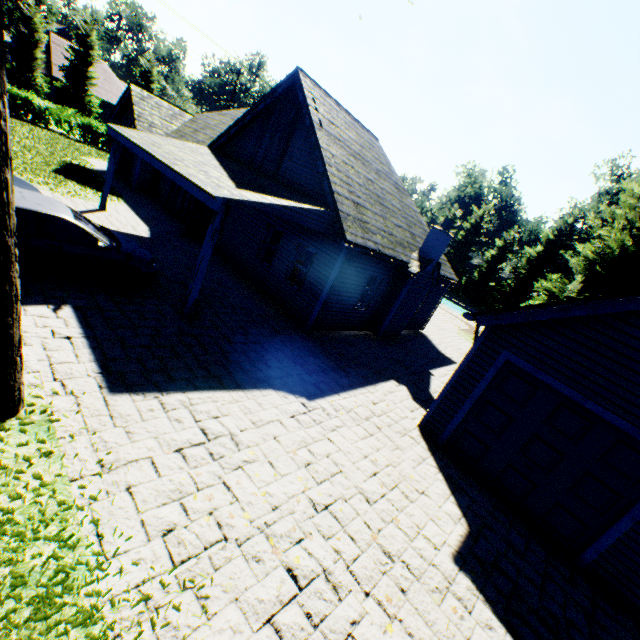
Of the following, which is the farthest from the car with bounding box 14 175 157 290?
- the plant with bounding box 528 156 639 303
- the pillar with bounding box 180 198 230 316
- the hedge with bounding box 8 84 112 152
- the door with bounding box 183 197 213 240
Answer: the plant with bounding box 528 156 639 303

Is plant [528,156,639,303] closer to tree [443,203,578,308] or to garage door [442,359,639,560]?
tree [443,203,578,308]

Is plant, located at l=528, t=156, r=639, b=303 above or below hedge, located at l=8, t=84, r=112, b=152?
above

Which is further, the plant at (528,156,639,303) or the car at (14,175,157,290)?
the plant at (528,156,639,303)

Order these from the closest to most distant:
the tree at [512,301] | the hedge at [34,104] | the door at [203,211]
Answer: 1. the door at [203,211]
2. the hedge at [34,104]
3. the tree at [512,301]

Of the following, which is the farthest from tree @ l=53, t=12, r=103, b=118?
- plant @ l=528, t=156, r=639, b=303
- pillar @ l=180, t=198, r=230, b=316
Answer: pillar @ l=180, t=198, r=230, b=316

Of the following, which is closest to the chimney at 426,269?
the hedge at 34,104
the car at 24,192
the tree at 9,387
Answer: the car at 24,192

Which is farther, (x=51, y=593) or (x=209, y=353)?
(x=209, y=353)
